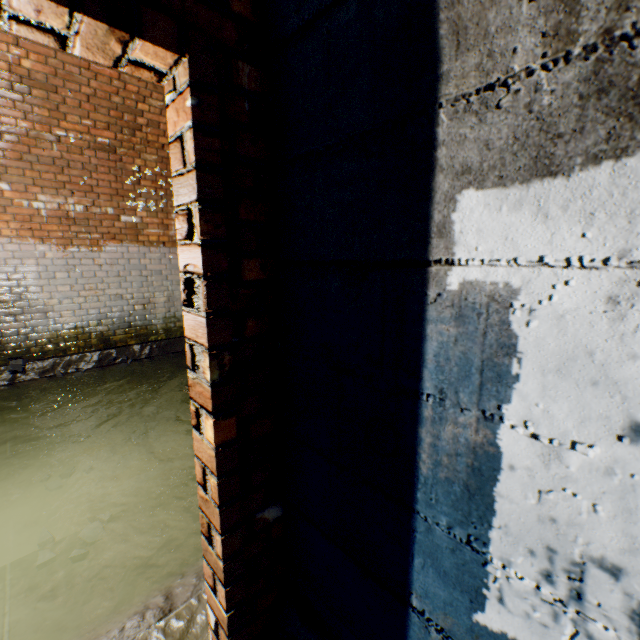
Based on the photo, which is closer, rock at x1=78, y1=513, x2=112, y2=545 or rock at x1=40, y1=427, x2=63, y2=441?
rock at x1=78, y1=513, x2=112, y2=545

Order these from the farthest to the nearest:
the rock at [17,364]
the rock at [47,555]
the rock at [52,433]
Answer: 1. the rock at [17,364]
2. the rock at [52,433]
3. the rock at [47,555]

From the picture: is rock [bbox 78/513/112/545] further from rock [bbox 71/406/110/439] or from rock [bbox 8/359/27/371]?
rock [bbox 8/359/27/371]

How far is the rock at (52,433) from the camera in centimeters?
347cm

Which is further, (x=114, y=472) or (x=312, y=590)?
(x=114, y=472)

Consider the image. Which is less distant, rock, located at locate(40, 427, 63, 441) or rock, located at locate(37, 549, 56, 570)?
rock, located at locate(37, 549, 56, 570)

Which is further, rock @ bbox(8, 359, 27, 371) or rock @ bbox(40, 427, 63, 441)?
rock @ bbox(8, 359, 27, 371)

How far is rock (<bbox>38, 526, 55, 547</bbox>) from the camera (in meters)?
2.20
